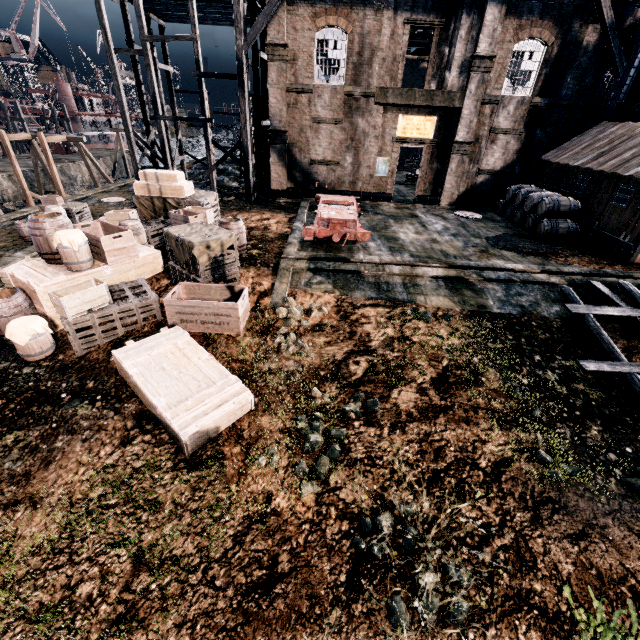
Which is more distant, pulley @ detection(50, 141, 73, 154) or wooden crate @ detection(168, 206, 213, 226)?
pulley @ detection(50, 141, 73, 154)

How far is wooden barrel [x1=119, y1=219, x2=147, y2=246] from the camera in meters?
13.5 m

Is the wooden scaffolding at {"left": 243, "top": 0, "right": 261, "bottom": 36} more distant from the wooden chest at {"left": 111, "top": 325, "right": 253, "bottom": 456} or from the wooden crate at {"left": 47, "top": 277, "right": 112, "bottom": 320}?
the wooden chest at {"left": 111, "top": 325, "right": 253, "bottom": 456}

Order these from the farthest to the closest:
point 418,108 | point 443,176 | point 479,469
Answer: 1. point 443,176
2. point 418,108
3. point 479,469

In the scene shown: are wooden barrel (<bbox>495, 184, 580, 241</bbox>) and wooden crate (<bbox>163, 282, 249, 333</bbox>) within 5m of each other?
no

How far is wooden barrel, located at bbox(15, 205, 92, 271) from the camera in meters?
9.7

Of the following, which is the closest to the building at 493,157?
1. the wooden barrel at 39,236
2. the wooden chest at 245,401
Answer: the wooden chest at 245,401

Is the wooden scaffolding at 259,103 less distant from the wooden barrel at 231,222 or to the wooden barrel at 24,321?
the wooden barrel at 231,222
